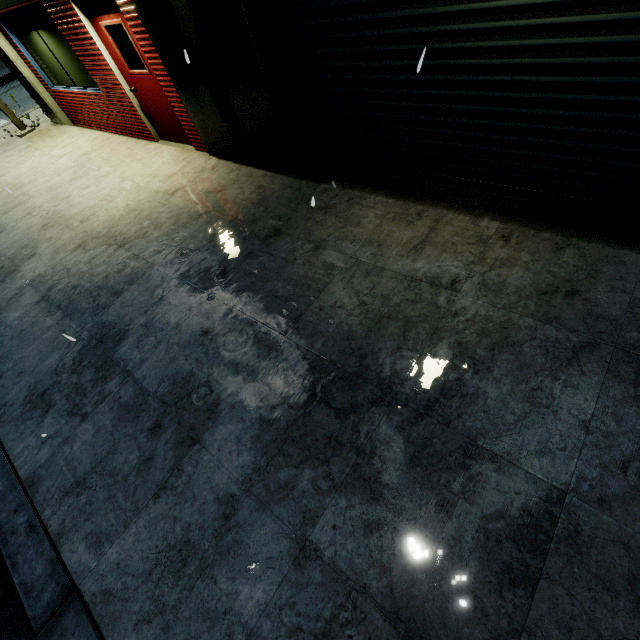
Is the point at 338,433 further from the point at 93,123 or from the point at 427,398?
the point at 93,123

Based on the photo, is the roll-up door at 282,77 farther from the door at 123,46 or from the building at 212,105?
the door at 123,46

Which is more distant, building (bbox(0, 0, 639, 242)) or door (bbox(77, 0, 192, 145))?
door (bbox(77, 0, 192, 145))

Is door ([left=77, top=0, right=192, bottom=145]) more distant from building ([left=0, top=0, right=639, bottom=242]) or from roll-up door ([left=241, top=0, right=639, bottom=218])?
roll-up door ([left=241, top=0, right=639, bottom=218])

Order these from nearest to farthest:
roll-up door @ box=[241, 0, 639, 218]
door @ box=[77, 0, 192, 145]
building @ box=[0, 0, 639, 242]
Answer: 1. roll-up door @ box=[241, 0, 639, 218]
2. building @ box=[0, 0, 639, 242]
3. door @ box=[77, 0, 192, 145]

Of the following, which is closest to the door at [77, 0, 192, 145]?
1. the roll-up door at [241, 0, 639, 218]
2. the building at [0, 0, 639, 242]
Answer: the building at [0, 0, 639, 242]
